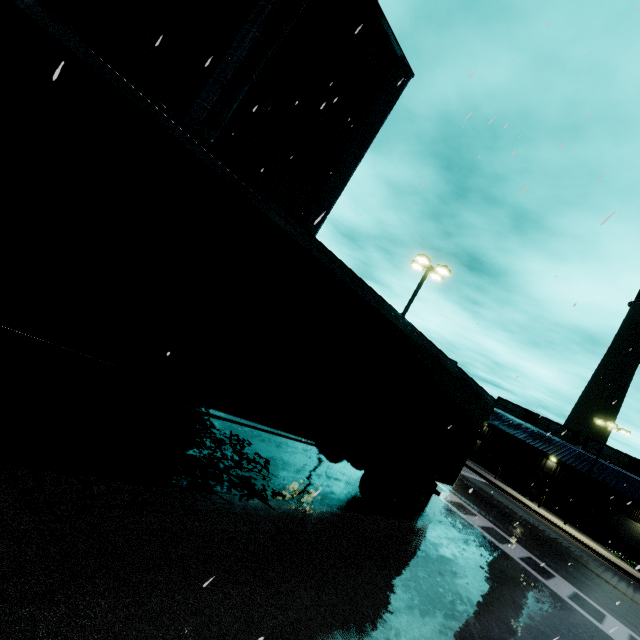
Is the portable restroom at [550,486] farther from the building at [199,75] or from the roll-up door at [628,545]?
the roll-up door at [628,545]

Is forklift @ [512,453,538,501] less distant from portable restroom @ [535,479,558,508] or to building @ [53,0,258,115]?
portable restroom @ [535,479,558,508]

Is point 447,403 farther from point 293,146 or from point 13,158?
point 293,146

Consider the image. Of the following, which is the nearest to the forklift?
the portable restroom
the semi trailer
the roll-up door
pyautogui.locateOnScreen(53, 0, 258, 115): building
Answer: the portable restroom

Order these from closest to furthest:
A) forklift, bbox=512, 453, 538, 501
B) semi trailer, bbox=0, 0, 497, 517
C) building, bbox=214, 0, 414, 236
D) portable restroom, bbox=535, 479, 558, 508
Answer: semi trailer, bbox=0, 0, 497, 517
building, bbox=214, 0, 414, 236
forklift, bbox=512, 453, 538, 501
portable restroom, bbox=535, 479, 558, 508

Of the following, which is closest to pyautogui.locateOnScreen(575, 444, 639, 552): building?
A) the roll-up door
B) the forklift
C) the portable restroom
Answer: the roll-up door

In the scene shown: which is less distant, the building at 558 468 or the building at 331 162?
the building at 331 162

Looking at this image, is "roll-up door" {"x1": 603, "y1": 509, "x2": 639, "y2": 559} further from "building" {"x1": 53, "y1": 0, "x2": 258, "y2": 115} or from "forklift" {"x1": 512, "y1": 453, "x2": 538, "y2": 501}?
"forklift" {"x1": 512, "y1": 453, "x2": 538, "y2": 501}
